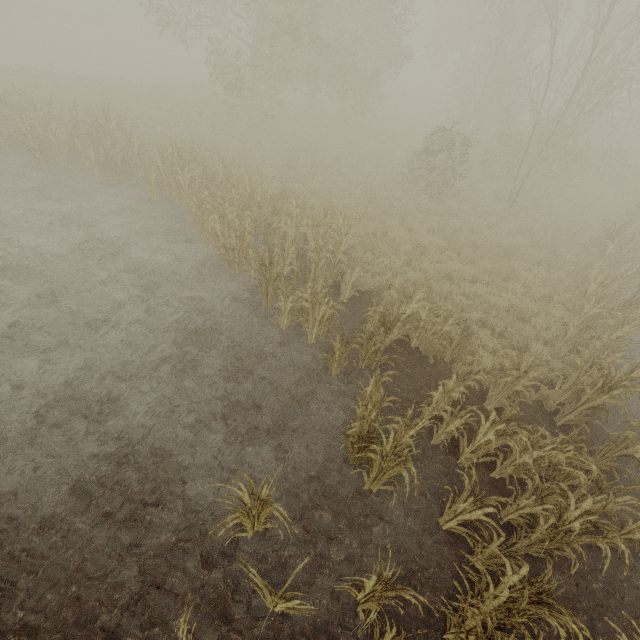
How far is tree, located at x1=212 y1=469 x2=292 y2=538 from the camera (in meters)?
3.75

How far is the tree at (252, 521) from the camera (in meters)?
3.75

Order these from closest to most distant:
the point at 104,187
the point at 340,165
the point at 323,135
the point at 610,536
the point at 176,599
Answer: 1. the point at 176,599
2. the point at 610,536
3. the point at 104,187
4. the point at 340,165
5. the point at 323,135
